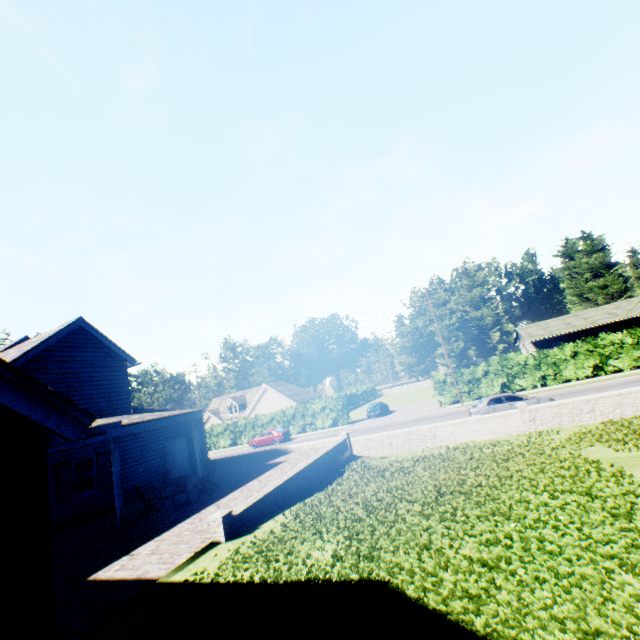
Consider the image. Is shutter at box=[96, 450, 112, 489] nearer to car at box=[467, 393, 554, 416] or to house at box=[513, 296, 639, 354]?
car at box=[467, 393, 554, 416]

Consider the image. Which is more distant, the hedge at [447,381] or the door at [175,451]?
the hedge at [447,381]

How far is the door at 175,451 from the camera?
18.69m

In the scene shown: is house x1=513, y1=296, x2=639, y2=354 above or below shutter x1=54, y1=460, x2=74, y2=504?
above

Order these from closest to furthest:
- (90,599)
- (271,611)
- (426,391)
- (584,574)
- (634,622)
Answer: (634,622)
(584,574)
(271,611)
(90,599)
(426,391)

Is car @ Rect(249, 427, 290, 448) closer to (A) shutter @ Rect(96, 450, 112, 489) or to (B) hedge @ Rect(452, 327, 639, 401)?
(B) hedge @ Rect(452, 327, 639, 401)

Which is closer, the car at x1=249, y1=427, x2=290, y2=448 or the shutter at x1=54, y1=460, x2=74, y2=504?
the shutter at x1=54, y1=460, x2=74, y2=504

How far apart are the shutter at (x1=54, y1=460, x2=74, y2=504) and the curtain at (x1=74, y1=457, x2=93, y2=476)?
0.3m
